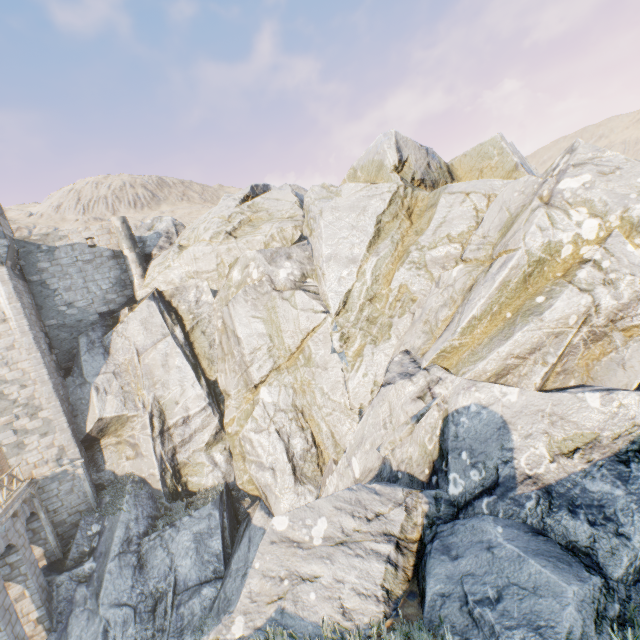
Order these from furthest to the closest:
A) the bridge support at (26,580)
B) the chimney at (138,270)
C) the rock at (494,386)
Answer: the chimney at (138,270) → the bridge support at (26,580) → the rock at (494,386)

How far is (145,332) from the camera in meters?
21.1 m

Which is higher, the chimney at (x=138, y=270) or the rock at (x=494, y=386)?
the chimney at (x=138, y=270)

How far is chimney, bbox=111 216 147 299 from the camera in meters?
22.8 m

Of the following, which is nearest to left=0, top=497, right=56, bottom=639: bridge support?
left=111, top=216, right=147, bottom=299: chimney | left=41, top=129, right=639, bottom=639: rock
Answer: left=41, top=129, right=639, bottom=639: rock

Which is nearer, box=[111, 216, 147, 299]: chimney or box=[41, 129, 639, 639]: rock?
box=[41, 129, 639, 639]: rock

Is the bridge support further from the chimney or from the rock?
the chimney
